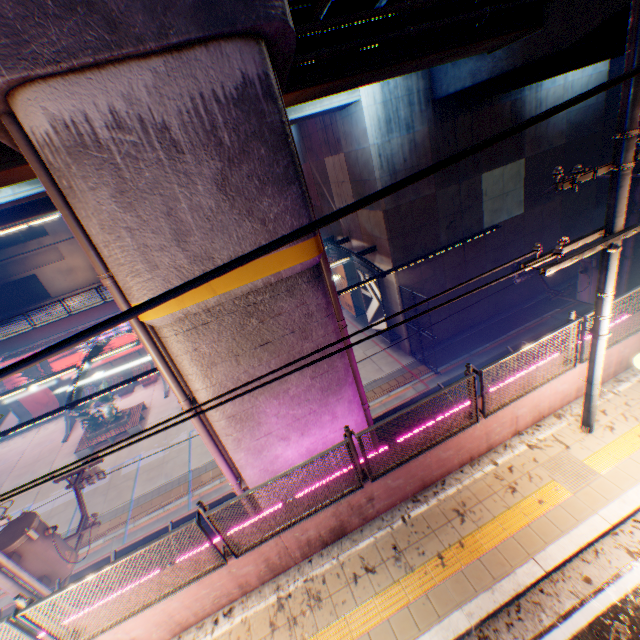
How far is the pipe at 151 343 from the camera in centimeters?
549cm

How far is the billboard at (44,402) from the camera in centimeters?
2414cm

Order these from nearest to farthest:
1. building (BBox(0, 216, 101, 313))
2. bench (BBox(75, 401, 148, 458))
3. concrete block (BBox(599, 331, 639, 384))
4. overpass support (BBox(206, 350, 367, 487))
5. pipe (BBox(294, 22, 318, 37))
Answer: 1. overpass support (BBox(206, 350, 367, 487))
2. concrete block (BBox(599, 331, 639, 384))
3. pipe (BBox(294, 22, 318, 37))
4. bench (BBox(75, 401, 148, 458))
5. building (BBox(0, 216, 101, 313))

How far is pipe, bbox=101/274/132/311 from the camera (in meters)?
5.03

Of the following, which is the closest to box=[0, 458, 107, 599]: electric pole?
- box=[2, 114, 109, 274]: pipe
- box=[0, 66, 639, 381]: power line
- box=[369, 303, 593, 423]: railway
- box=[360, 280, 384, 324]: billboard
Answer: box=[0, 66, 639, 381]: power line

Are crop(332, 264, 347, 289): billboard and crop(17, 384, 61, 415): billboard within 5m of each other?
no

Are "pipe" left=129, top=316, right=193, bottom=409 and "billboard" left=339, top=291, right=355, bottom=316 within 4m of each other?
no

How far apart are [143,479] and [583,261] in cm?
2190
